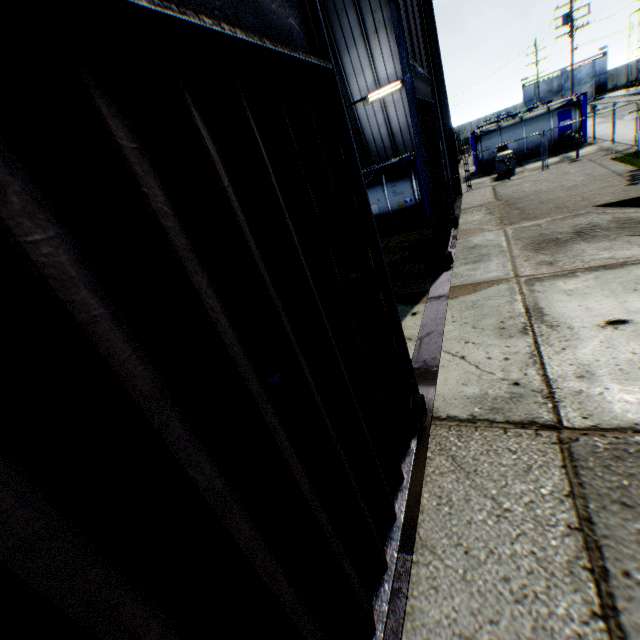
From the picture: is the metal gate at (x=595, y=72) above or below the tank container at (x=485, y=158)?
above

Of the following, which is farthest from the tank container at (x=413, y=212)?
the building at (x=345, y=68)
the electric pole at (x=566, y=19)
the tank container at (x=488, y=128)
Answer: the tank container at (x=488, y=128)

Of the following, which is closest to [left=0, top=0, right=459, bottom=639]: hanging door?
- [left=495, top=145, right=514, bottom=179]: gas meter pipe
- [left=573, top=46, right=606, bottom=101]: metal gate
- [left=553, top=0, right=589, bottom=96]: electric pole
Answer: [left=495, top=145, right=514, bottom=179]: gas meter pipe

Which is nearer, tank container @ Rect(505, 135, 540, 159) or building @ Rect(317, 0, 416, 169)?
building @ Rect(317, 0, 416, 169)

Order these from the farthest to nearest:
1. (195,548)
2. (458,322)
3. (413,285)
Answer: (413,285) → (458,322) → (195,548)

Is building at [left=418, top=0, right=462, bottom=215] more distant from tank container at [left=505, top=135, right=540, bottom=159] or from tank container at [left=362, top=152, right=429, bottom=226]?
tank container at [left=505, top=135, right=540, bottom=159]

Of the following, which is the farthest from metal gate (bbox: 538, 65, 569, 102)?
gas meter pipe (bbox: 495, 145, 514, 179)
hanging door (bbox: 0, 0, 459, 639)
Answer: hanging door (bbox: 0, 0, 459, 639)

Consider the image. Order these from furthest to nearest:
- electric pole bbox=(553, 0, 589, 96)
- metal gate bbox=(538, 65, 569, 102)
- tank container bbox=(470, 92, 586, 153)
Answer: → metal gate bbox=(538, 65, 569, 102) < electric pole bbox=(553, 0, 589, 96) < tank container bbox=(470, 92, 586, 153)
